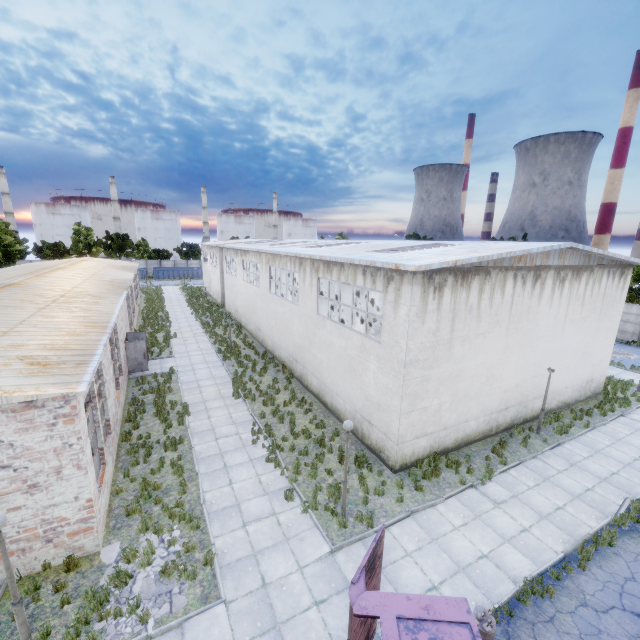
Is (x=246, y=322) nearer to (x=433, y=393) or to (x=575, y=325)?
(x=433, y=393)

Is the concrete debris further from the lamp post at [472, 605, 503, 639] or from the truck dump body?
the lamp post at [472, 605, 503, 639]

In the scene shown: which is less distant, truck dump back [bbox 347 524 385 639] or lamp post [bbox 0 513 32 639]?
truck dump back [bbox 347 524 385 639]

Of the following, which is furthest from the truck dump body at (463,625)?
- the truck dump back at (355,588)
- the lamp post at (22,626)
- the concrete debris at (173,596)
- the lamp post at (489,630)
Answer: the lamp post at (22,626)

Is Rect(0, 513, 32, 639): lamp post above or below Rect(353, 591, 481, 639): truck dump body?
below

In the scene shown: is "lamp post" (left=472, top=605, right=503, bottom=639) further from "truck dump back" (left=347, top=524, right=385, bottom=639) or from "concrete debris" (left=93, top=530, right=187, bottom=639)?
"concrete debris" (left=93, top=530, right=187, bottom=639)

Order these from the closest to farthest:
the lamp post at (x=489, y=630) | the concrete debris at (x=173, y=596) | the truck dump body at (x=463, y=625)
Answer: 1. the truck dump body at (x=463, y=625)
2. the lamp post at (x=489, y=630)
3. the concrete debris at (x=173, y=596)

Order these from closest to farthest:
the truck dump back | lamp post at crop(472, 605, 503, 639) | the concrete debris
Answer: the truck dump back
lamp post at crop(472, 605, 503, 639)
the concrete debris
